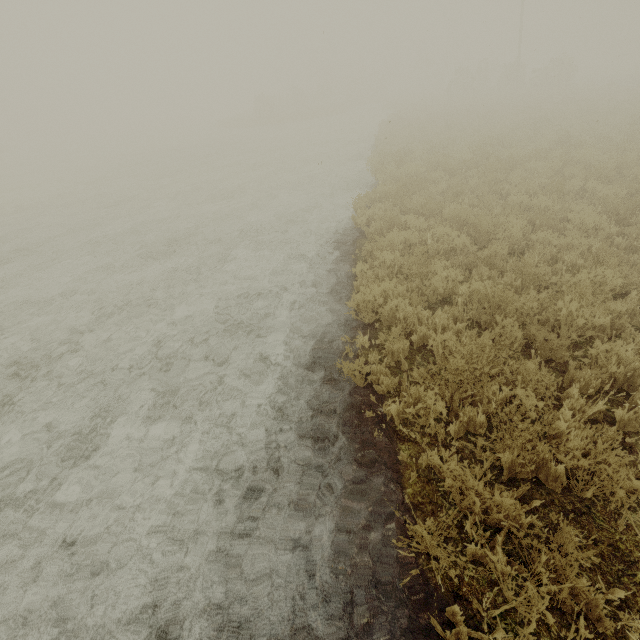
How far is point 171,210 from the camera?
12.18m
